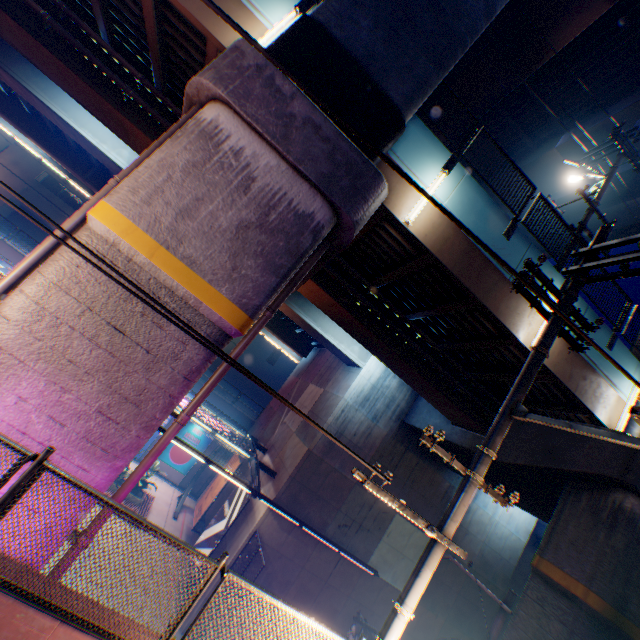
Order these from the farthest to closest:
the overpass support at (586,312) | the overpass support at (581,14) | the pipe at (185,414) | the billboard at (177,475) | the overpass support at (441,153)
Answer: the billboard at (177,475) < the overpass support at (581,14) < the overpass support at (586,312) < the overpass support at (441,153) < the pipe at (185,414)

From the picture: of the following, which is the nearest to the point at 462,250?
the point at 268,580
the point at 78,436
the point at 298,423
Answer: the point at 78,436

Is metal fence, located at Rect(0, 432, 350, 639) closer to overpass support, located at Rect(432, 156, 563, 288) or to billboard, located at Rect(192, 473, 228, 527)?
overpass support, located at Rect(432, 156, 563, 288)

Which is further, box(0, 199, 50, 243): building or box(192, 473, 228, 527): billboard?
box(0, 199, 50, 243): building

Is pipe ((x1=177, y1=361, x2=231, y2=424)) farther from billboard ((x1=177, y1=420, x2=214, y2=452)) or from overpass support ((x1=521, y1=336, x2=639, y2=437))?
billboard ((x1=177, y1=420, x2=214, y2=452))

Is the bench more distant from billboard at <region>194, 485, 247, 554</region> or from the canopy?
billboard at <region>194, 485, 247, 554</region>

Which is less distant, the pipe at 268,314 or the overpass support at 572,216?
the pipe at 268,314

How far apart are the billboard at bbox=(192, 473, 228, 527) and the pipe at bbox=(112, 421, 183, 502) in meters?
14.7 m
